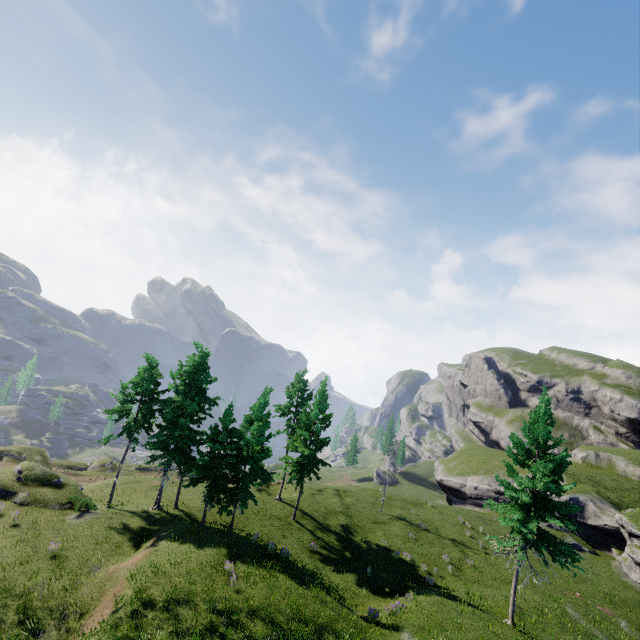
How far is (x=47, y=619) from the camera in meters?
14.7
